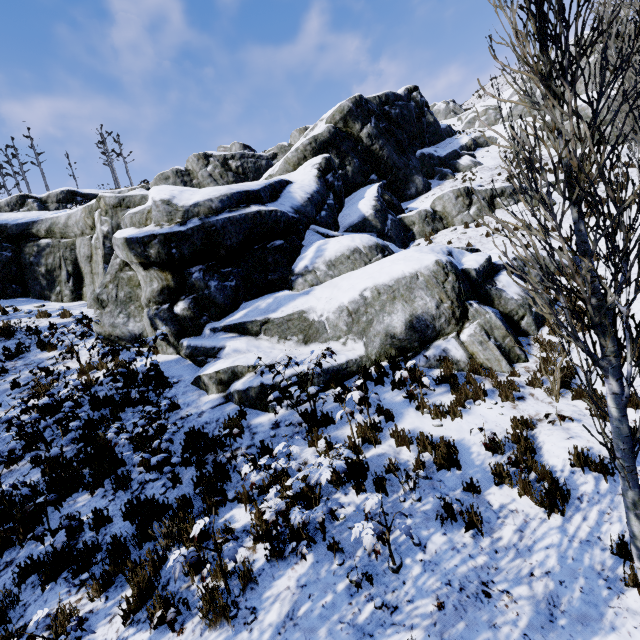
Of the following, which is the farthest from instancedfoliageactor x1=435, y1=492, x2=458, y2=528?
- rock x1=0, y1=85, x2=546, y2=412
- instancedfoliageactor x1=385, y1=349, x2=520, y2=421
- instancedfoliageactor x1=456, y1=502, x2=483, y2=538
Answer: instancedfoliageactor x1=385, y1=349, x2=520, y2=421

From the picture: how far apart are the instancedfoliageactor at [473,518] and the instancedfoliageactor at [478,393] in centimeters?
255cm

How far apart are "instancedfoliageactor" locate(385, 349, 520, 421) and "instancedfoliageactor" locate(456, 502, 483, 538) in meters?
2.6 m

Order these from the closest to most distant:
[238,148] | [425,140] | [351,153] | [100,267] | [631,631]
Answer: [631,631]
[100,267]
[351,153]
[425,140]
[238,148]

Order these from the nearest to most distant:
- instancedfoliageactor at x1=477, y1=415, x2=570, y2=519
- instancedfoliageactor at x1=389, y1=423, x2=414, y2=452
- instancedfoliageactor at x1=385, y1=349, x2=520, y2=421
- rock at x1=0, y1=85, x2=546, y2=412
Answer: instancedfoliageactor at x1=477, y1=415, x2=570, y2=519 → instancedfoliageactor at x1=389, y1=423, x2=414, y2=452 → instancedfoliageactor at x1=385, y1=349, x2=520, y2=421 → rock at x1=0, y1=85, x2=546, y2=412

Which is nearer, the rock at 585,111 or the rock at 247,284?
the rock at 247,284

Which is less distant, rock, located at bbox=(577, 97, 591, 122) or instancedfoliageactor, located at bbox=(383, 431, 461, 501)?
instancedfoliageactor, located at bbox=(383, 431, 461, 501)
